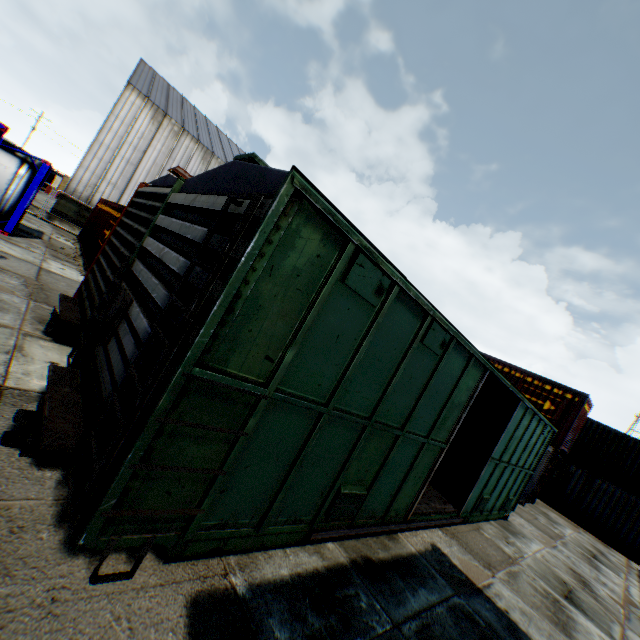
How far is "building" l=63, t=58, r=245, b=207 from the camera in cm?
2269

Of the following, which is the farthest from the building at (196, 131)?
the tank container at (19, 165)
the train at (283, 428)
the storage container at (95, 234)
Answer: the train at (283, 428)

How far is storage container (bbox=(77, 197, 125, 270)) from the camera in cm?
1270

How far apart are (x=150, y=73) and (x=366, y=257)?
39.6 meters

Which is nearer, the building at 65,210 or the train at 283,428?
the train at 283,428

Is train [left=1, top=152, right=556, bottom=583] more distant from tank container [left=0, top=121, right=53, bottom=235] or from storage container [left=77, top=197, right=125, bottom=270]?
storage container [left=77, top=197, right=125, bottom=270]

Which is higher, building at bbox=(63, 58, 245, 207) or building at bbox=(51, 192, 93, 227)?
building at bbox=(63, 58, 245, 207)
